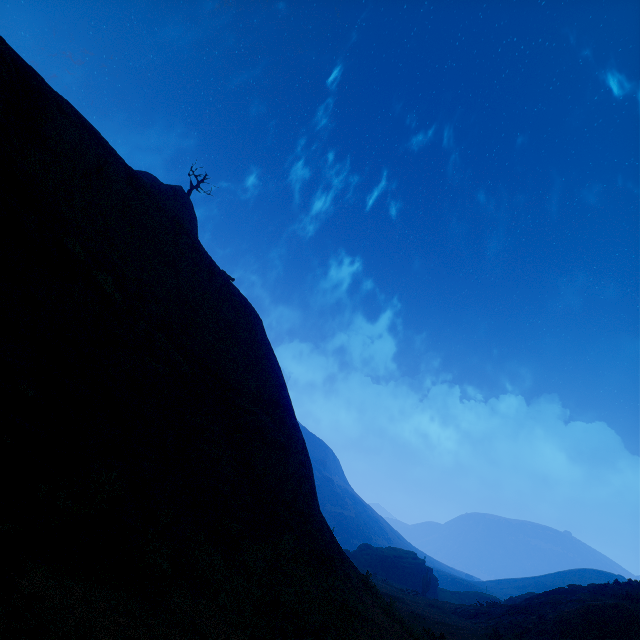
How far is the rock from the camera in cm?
5269

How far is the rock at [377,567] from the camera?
52.7m

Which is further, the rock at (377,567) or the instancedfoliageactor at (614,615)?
the rock at (377,567)

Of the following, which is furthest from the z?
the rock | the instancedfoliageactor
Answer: the rock

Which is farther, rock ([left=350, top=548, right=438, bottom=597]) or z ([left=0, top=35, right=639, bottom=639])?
rock ([left=350, top=548, right=438, bottom=597])

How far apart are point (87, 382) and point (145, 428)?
1.76m
